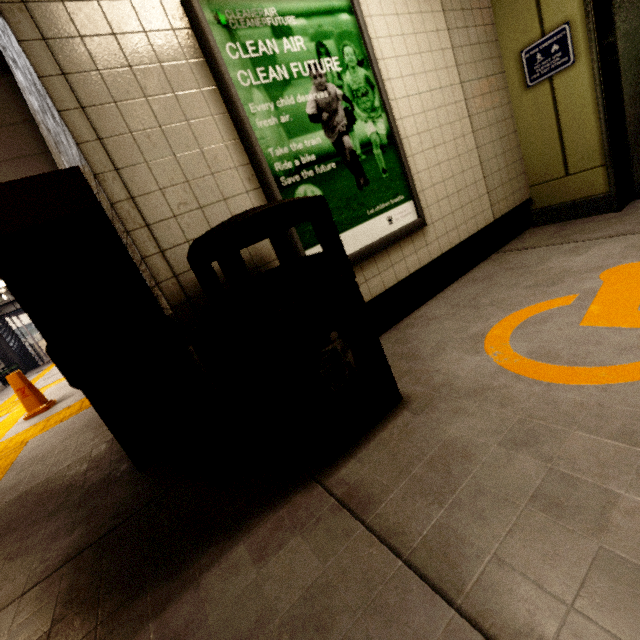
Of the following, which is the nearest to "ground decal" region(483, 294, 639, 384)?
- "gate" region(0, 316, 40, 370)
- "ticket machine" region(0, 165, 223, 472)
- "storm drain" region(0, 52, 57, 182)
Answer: "ticket machine" region(0, 165, 223, 472)

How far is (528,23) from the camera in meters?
3.0 m

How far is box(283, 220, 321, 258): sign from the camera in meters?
2.0

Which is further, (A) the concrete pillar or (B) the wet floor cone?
(A) the concrete pillar

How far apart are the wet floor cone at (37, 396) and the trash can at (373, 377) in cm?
555

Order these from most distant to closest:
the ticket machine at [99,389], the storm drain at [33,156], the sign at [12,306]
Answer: the sign at [12,306] < the storm drain at [33,156] < the ticket machine at [99,389]

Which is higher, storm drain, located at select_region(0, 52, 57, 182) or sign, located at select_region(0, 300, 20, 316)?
storm drain, located at select_region(0, 52, 57, 182)

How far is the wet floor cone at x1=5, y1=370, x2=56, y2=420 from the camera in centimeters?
520cm
